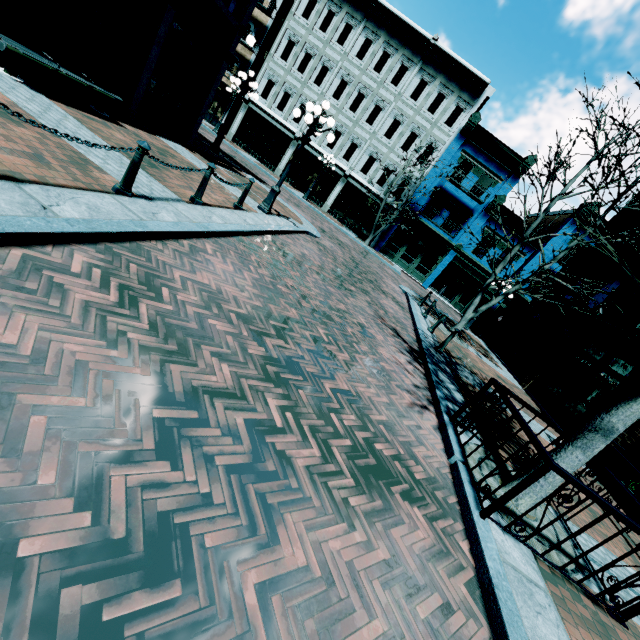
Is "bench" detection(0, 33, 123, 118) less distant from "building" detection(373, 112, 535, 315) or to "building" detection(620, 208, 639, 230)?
"building" detection(620, 208, 639, 230)

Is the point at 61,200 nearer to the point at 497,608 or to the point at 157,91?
the point at 497,608

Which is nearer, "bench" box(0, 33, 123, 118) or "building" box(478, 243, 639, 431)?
"bench" box(0, 33, 123, 118)

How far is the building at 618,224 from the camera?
14.4 meters

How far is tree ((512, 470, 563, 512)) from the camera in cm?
426

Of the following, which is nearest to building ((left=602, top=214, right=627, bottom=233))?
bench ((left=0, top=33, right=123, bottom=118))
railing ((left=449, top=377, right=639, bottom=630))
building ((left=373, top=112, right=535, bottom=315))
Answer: bench ((left=0, top=33, right=123, bottom=118))

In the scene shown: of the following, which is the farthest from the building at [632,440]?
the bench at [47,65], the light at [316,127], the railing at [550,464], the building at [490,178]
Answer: the building at [490,178]

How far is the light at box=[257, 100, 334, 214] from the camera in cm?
907
